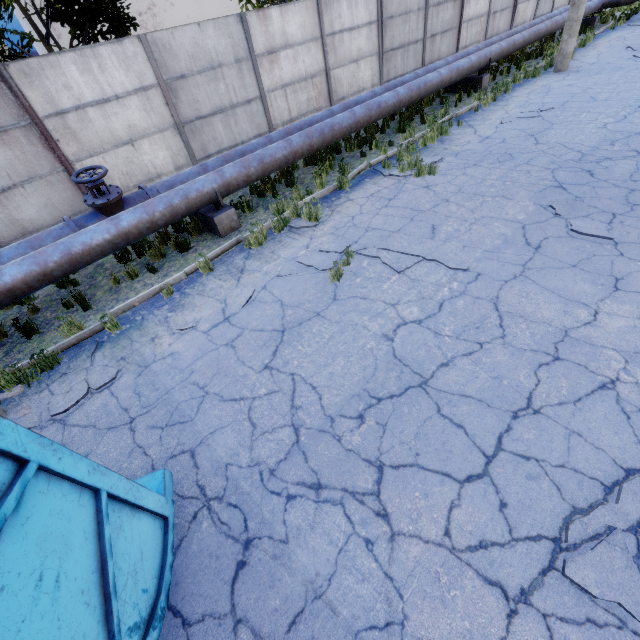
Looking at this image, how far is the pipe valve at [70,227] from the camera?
6.2m

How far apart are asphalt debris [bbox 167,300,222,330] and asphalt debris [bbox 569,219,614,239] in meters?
5.4

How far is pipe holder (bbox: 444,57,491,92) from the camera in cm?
1248

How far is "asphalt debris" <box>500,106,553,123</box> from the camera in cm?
970

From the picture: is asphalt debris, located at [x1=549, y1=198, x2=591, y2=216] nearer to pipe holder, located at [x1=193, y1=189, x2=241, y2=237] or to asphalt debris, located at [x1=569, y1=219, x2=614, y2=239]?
asphalt debris, located at [x1=569, y1=219, x2=614, y2=239]

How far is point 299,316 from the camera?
5.1m

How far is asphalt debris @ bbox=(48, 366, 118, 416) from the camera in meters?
4.4

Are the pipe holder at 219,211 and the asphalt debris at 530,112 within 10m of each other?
yes
